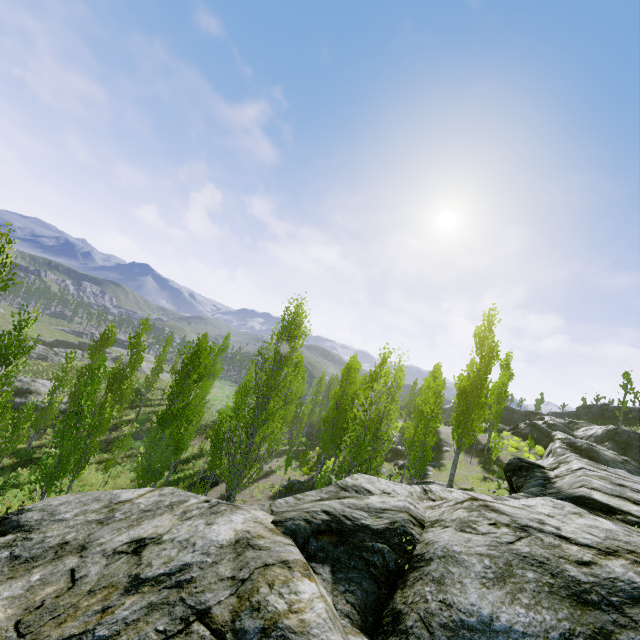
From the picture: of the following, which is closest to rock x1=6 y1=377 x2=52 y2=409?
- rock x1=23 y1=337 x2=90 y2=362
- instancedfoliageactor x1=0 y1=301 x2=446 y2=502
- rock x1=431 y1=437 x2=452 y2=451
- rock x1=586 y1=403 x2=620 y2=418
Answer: instancedfoliageactor x1=0 y1=301 x2=446 y2=502

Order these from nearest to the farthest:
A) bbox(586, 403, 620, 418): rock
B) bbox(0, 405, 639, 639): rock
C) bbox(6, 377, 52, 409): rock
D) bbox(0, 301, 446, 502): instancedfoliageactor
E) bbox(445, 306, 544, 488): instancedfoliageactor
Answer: bbox(0, 405, 639, 639): rock, bbox(0, 301, 446, 502): instancedfoliageactor, bbox(445, 306, 544, 488): instancedfoliageactor, bbox(6, 377, 52, 409): rock, bbox(586, 403, 620, 418): rock

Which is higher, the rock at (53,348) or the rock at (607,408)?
the rock at (607,408)

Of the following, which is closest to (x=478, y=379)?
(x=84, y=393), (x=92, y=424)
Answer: (x=84, y=393)

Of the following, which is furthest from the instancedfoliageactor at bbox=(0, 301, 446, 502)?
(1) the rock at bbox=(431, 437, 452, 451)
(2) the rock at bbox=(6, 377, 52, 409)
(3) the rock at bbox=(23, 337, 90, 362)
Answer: (1) the rock at bbox=(431, 437, 452, 451)

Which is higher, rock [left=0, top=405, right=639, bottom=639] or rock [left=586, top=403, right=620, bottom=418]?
rock [left=586, top=403, right=620, bottom=418]

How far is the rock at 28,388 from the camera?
32.88m

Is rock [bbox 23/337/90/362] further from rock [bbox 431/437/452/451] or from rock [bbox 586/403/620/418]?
rock [bbox 586/403/620/418]
